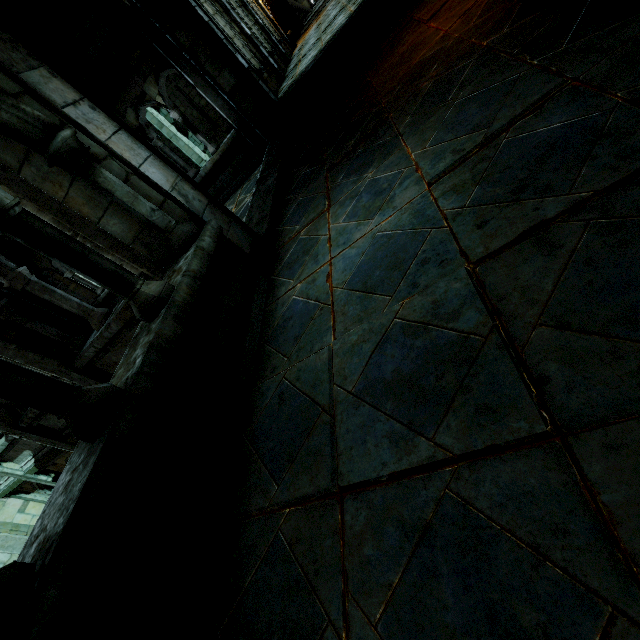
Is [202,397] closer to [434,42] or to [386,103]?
[386,103]

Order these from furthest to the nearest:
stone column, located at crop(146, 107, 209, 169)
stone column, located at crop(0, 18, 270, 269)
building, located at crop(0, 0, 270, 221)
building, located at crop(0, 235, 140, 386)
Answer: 1. stone column, located at crop(146, 107, 209, 169)
2. building, located at crop(0, 0, 270, 221)
3. building, located at crop(0, 235, 140, 386)
4. stone column, located at crop(0, 18, 270, 269)

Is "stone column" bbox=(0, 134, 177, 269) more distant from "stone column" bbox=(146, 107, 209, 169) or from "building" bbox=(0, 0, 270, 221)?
"stone column" bbox=(146, 107, 209, 169)

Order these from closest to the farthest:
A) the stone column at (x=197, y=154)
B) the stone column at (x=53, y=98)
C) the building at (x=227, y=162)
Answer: the stone column at (x=53, y=98) < the building at (x=227, y=162) < the stone column at (x=197, y=154)

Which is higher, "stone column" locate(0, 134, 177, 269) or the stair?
"stone column" locate(0, 134, 177, 269)

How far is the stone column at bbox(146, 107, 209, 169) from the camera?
17.4m

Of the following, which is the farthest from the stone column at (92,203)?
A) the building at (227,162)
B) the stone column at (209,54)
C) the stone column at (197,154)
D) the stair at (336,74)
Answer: the stone column at (197,154)

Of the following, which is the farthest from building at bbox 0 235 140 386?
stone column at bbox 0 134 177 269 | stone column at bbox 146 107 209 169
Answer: stone column at bbox 146 107 209 169
